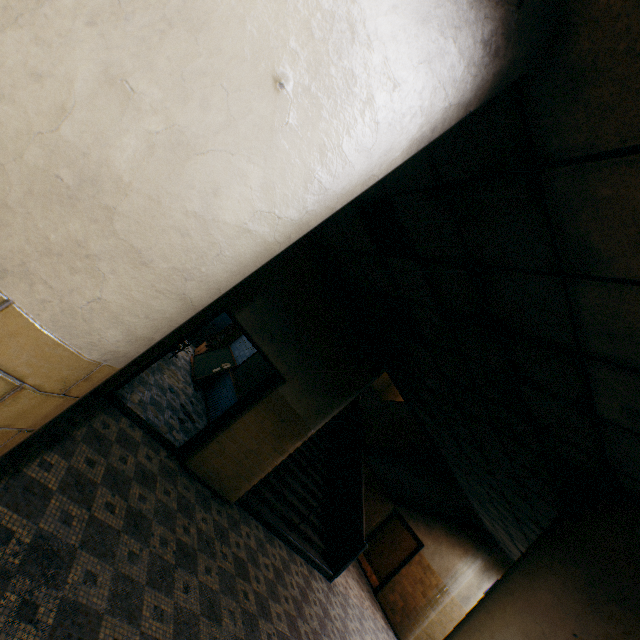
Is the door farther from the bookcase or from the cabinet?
the cabinet

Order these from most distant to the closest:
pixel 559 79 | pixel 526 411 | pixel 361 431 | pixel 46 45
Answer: pixel 361 431 < pixel 526 411 < pixel 559 79 < pixel 46 45

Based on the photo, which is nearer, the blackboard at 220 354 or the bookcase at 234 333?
the blackboard at 220 354

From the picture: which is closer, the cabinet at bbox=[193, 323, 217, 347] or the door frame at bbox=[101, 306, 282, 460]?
the door frame at bbox=[101, 306, 282, 460]

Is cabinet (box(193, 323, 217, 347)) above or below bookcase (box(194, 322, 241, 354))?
below

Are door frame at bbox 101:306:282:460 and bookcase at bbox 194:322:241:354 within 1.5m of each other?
no

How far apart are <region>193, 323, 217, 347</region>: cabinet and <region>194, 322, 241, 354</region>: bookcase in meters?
0.6 m

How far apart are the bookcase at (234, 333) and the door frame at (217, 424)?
5.7m
